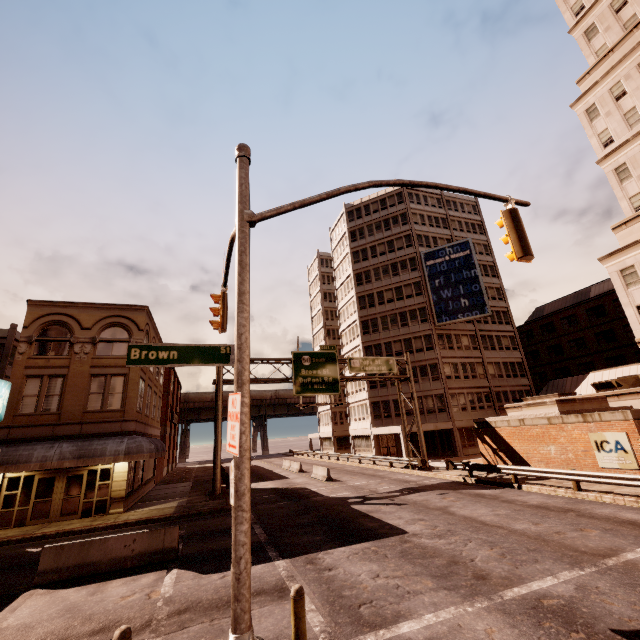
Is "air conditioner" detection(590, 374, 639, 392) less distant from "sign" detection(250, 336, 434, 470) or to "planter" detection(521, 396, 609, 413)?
"planter" detection(521, 396, 609, 413)

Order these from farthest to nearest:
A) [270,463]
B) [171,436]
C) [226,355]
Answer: [270,463] → [171,436] → [226,355]

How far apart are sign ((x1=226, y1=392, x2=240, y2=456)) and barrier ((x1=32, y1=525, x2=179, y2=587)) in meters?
8.9 m

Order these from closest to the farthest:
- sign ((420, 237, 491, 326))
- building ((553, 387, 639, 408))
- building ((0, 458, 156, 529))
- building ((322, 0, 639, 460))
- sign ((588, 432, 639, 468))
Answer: sign ((588, 432, 639, 468)), building ((0, 458, 156, 529)), building ((553, 387, 639, 408)), building ((322, 0, 639, 460)), sign ((420, 237, 491, 326))

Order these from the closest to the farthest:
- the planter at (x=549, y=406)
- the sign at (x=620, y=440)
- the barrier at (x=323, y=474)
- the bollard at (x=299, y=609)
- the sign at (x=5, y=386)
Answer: the bollard at (x=299, y=609) → the sign at (x=620, y=440) → the sign at (x=5, y=386) → the planter at (x=549, y=406) → the barrier at (x=323, y=474)

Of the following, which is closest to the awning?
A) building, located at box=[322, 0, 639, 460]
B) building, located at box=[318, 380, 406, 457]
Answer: building, located at box=[318, 380, 406, 457]

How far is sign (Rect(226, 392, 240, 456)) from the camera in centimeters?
461cm

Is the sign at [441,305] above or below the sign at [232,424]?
above
